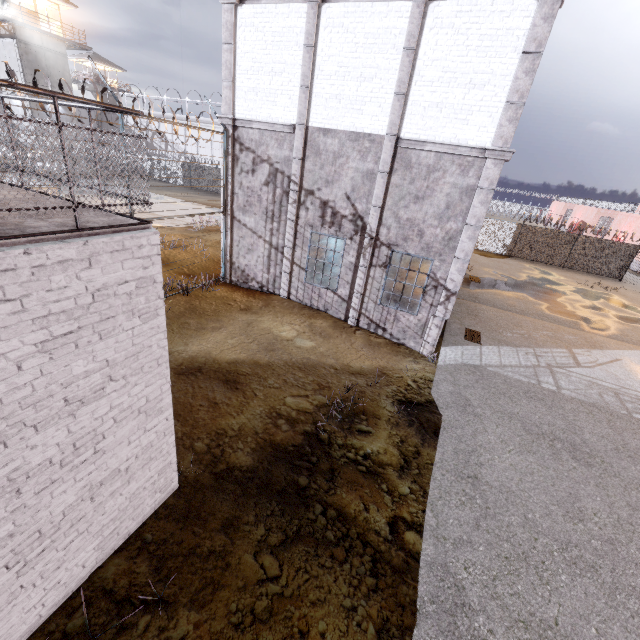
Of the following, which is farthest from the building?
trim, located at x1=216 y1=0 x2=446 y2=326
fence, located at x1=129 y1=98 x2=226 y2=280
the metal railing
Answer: the metal railing

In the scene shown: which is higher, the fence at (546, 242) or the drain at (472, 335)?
the fence at (546, 242)

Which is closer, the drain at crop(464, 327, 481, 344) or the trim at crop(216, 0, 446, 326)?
the trim at crop(216, 0, 446, 326)

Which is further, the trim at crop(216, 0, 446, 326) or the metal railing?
the trim at crop(216, 0, 446, 326)

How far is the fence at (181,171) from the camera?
9.59m

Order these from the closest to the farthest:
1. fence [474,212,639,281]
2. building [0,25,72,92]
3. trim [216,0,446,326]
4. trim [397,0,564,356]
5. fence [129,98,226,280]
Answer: trim [397,0,564,356], trim [216,0,446,326], fence [129,98,226,280], fence [474,212,639,281], building [0,25,72,92]

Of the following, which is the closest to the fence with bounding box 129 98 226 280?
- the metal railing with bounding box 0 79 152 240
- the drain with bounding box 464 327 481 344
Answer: the metal railing with bounding box 0 79 152 240

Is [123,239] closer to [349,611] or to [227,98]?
[349,611]
